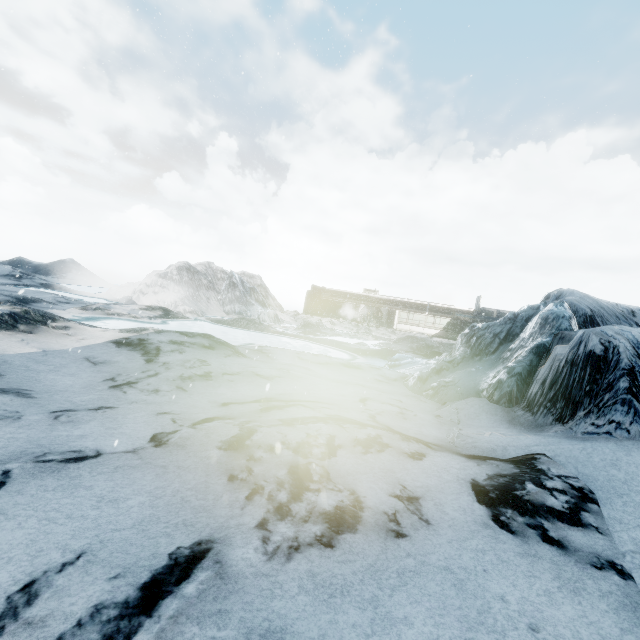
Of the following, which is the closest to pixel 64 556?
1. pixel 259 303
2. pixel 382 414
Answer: pixel 382 414
